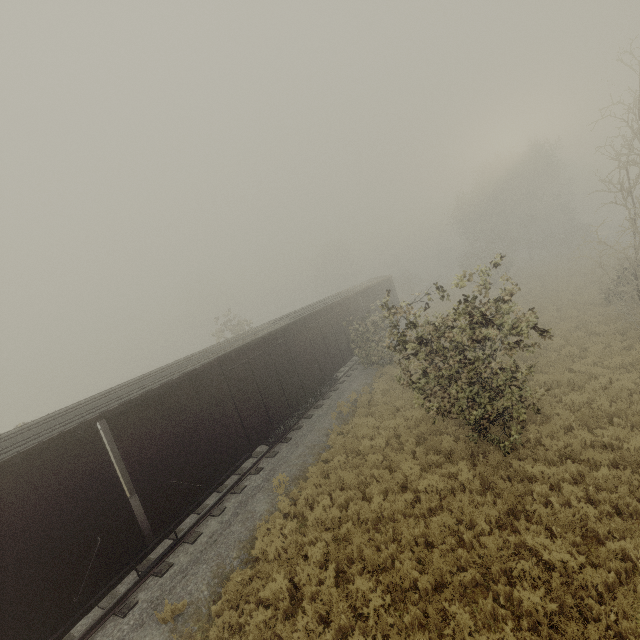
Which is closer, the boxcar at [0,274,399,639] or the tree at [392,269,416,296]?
the boxcar at [0,274,399,639]

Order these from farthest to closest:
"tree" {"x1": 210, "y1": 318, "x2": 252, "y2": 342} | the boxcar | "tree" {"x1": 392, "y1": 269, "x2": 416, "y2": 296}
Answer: "tree" {"x1": 392, "y1": 269, "x2": 416, "y2": 296} → "tree" {"x1": 210, "y1": 318, "x2": 252, "y2": 342} → the boxcar

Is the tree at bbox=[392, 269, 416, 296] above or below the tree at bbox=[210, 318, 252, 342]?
below

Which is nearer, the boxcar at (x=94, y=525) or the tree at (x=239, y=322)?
the boxcar at (x=94, y=525)

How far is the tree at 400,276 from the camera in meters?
50.8 m

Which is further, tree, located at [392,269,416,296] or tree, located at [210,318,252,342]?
tree, located at [392,269,416,296]

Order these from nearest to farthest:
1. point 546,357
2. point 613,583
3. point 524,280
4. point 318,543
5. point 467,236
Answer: point 613,583 → point 318,543 → point 546,357 → point 524,280 → point 467,236
